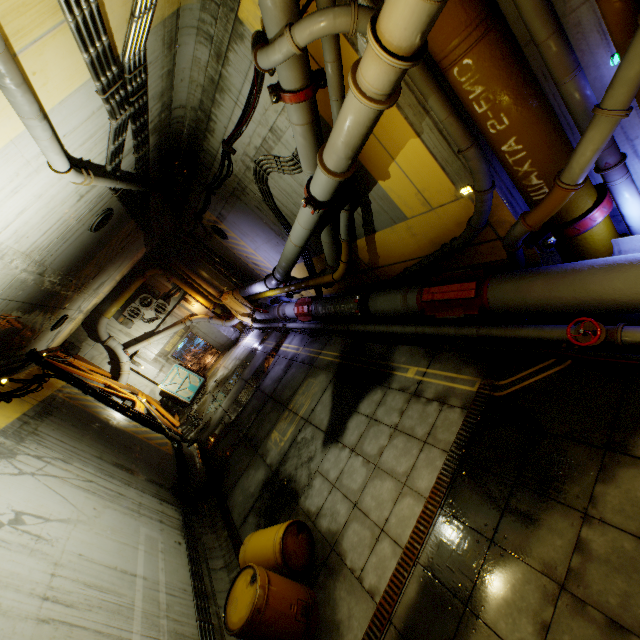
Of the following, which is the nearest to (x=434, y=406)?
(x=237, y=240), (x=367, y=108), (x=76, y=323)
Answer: (x=367, y=108)

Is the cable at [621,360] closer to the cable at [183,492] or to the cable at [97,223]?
the cable at [183,492]

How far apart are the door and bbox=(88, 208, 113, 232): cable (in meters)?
11.40

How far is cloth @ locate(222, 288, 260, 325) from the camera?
16.52m

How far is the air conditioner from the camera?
17.8m

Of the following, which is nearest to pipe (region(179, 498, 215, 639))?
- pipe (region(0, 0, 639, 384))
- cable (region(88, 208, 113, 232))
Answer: pipe (region(0, 0, 639, 384))

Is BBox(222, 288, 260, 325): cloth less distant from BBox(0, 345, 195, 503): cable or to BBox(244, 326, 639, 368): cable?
BBox(244, 326, 639, 368): cable

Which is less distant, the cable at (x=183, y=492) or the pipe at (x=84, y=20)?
the pipe at (x=84, y=20)
